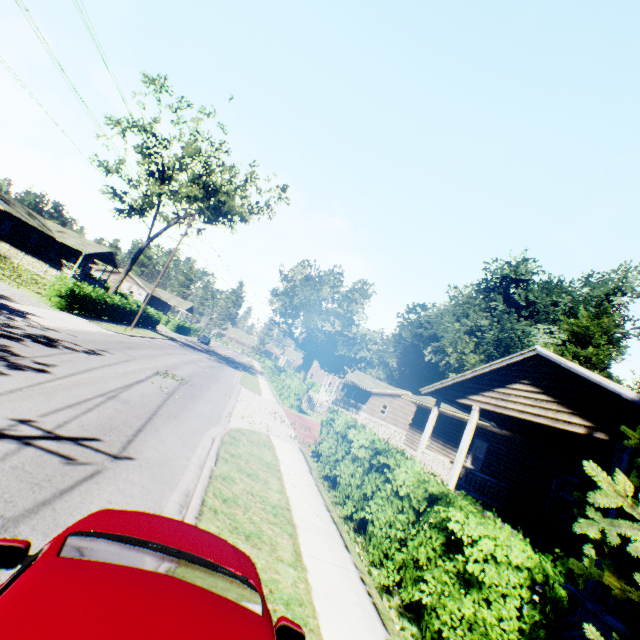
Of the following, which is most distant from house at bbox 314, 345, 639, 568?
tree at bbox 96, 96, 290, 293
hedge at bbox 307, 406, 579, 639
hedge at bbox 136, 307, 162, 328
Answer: tree at bbox 96, 96, 290, 293

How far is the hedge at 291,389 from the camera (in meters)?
23.84

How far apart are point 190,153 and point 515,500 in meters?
33.3 m

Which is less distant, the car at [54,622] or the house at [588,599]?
the car at [54,622]

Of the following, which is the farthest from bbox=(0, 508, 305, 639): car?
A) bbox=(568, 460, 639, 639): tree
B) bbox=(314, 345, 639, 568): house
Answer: bbox=(314, 345, 639, 568): house

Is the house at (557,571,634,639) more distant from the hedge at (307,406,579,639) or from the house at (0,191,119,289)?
the house at (0,191,119,289)

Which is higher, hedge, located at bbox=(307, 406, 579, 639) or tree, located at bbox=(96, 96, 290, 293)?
tree, located at bbox=(96, 96, 290, 293)

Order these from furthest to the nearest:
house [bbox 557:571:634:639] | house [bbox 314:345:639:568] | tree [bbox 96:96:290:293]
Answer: tree [bbox 96:96:290:293] → house [bbox 314:345:639:568] → house [bbox 557:571:634:639]
